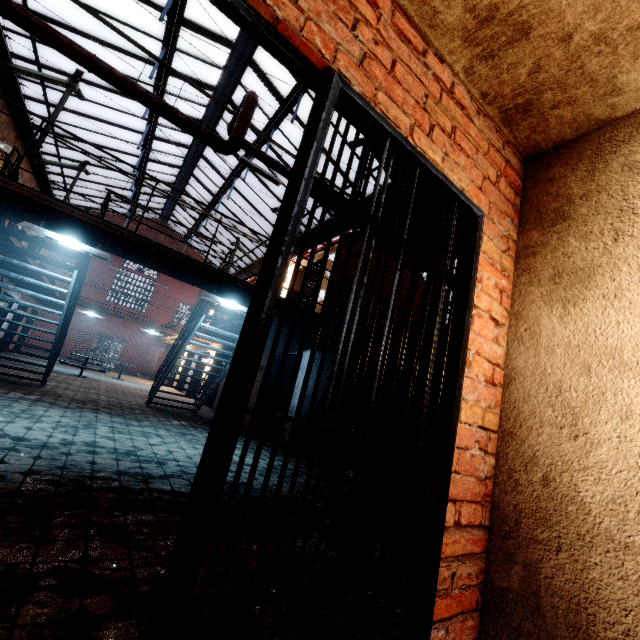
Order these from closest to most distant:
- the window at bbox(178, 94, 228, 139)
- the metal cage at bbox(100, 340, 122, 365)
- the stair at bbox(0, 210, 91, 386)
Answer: the stair at bbox(0, 210, 91, 386)
the window at bbox(178, 94, 228, 139)
the metal cage at bbox(100, 340, 122, 365)

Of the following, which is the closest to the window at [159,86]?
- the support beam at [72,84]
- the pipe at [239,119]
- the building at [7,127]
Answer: the support beam at [72,84]

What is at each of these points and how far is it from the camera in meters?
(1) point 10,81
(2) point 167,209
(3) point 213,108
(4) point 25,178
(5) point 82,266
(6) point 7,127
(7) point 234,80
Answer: (1) window, 10.7 m
(2) window, 21.5 m
(3) window, 12.5 m
(4) building, 9.9 m
(5) stair, 6.4 m
(6) building, 7.8 m
(7) window, 11.1 m

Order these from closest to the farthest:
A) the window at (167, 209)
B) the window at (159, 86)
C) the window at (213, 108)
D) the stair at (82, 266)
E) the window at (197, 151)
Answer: the stair at (82, 266) < the window at (159, 86) < the window at (213, 108) < the window at (197, 151) < the window at (167, 209)

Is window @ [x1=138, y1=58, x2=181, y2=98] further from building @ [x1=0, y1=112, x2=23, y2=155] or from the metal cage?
the metal cage

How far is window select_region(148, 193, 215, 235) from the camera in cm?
1911

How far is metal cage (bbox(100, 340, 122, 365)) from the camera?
30.75m
